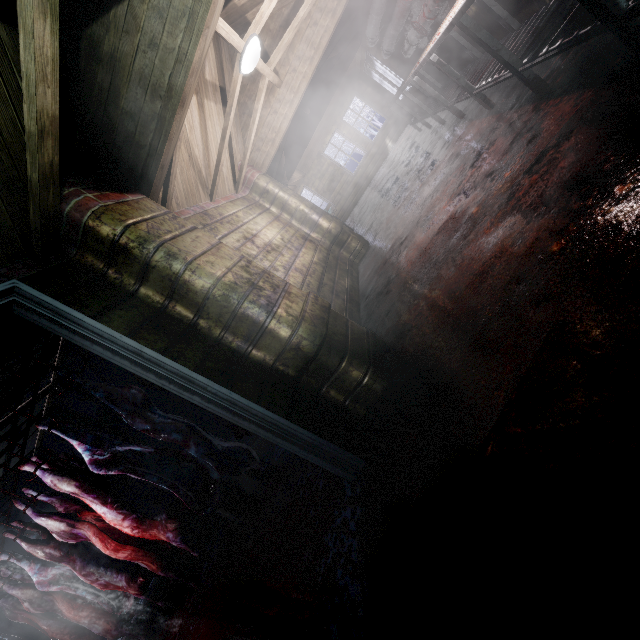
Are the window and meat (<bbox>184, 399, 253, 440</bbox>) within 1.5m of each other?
no

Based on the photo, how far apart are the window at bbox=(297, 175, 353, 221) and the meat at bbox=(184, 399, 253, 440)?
9.3 meters

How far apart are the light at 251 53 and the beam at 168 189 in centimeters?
4cm

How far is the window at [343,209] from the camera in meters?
11.1 m

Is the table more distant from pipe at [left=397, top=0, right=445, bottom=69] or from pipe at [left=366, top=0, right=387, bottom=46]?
pipe at [left=366, top=0, right=387, bottom=46]

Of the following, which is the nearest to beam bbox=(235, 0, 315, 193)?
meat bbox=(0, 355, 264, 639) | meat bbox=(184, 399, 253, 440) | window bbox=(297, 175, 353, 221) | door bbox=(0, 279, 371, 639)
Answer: meat bbox=(184, 399, 253, 440)

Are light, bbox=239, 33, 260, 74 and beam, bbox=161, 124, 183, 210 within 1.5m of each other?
yes

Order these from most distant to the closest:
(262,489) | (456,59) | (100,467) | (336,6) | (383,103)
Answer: (383,103) → (456,59) → (336,6) → (262,489) → (100,467)
